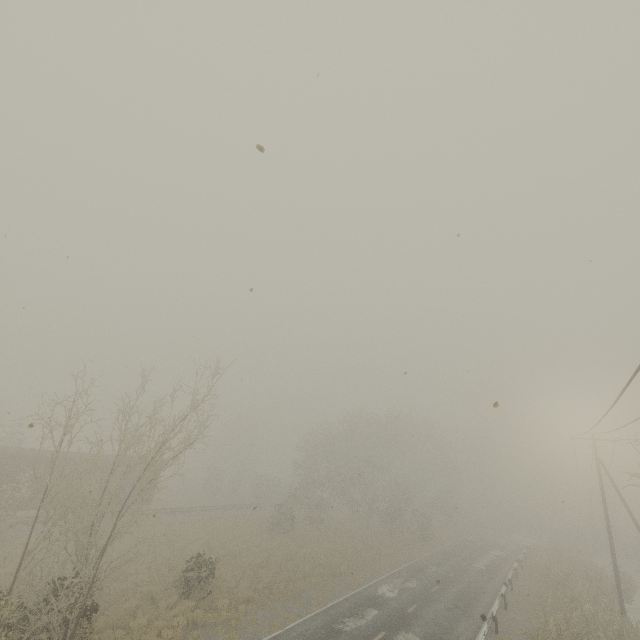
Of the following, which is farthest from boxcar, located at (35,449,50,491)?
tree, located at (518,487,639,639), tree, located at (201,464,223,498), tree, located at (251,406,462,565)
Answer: tree, located at (518,487,639,639)

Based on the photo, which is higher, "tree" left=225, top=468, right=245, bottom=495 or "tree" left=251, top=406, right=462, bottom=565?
"tree" left=251, top=406, right=462, bottom=565

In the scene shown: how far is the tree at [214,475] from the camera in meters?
50.2

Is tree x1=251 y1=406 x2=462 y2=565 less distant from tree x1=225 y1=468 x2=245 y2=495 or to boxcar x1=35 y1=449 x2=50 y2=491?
tree x1=225 y1=468 x2=245 y2=495

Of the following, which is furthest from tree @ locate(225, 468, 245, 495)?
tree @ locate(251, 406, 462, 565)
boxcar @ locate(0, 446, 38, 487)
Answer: tree @ locate(251, 406, 462, 565)

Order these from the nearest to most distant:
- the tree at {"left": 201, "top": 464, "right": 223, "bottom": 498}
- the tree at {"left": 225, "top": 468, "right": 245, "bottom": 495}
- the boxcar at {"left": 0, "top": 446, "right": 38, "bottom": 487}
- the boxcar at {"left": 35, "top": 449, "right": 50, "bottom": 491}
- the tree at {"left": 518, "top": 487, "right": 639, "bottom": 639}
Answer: the tree at {"left": 518, "top": 487, "right": 639, "bottom": 639} < the boxcar at {"left": 0, "top": 446, "right": 38, "bottom": 487} < the boxcar at {"left": 35, "top": 449, "right": 50, "bottom": 491} < the tree at {"left": 201, "top": 464, "right": 223, "bottom": 498} < the tree at {"left": 225, "top": 468, "right": 245, "bottom": 495}

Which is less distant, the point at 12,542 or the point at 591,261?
the point at 591,261

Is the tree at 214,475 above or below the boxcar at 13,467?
below
